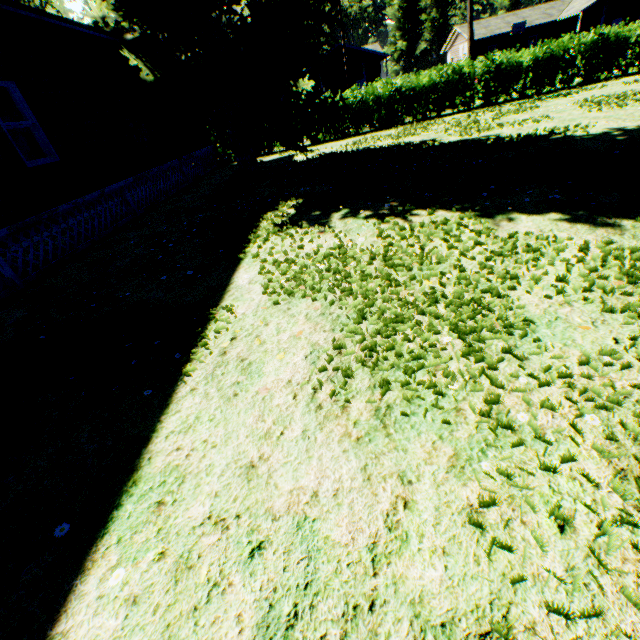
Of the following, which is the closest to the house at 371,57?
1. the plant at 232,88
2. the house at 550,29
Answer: the house at 550,29

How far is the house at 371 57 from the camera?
35.2m

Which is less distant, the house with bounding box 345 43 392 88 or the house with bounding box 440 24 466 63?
the house with bounding box 345 43 392 88

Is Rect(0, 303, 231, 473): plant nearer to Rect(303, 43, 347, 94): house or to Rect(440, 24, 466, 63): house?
Rect(440, 24, 466, 63): house

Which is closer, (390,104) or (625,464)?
(625,464)

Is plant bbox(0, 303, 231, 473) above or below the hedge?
below

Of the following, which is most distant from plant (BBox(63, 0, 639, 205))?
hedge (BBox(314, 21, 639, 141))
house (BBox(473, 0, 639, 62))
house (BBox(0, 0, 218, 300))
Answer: house (BBox(473, 0, 639, 62))

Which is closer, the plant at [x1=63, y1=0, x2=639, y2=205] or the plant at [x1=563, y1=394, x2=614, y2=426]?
the plant at [x1=563, y1=394, x2=614, y2=426]
